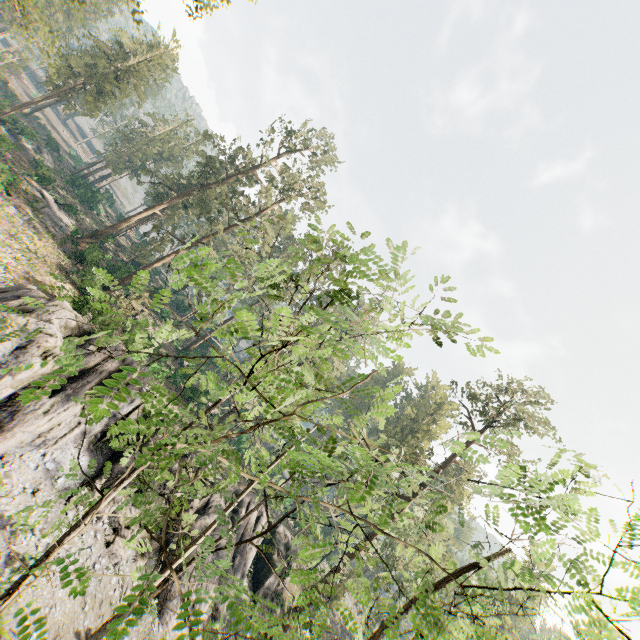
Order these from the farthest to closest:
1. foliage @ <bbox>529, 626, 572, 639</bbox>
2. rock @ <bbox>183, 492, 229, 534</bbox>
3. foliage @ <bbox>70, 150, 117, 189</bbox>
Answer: foliage @ <bbox>70, 150, 117, 189</bbox> < rock @ <bbox>183, 492, 229, 534</bbox> < foliage @ <bbox>529, 626, 572, 639</bbox>

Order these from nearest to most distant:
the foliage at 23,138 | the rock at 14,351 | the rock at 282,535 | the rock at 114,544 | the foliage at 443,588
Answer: the foliage at 443,588, the rock at 14,351, the rock at 114,544, the rock at 282,535, the foliage at 23,138

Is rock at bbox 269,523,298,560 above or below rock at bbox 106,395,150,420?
above

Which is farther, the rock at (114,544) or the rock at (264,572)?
the rock at (264,572)

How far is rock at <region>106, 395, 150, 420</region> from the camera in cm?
2166

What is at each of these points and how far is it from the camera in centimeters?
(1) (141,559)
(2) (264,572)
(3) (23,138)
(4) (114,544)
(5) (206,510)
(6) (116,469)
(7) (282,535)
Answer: (1) rock, 1977cm
(2) rock, 2938cm
(3) foliage, 4916cm
(4) rock, 1858cm
(5) rock, 2439cm
(6) rock, 2038cm
(7) rock, 3284cm

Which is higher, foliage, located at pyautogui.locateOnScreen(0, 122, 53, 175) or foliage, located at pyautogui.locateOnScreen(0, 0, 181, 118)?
foliage, located at pyautogui.locateOnScreen(0, 0, 181, 118)

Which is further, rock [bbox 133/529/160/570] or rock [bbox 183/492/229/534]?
rock [bbox 183/492/229/534]
